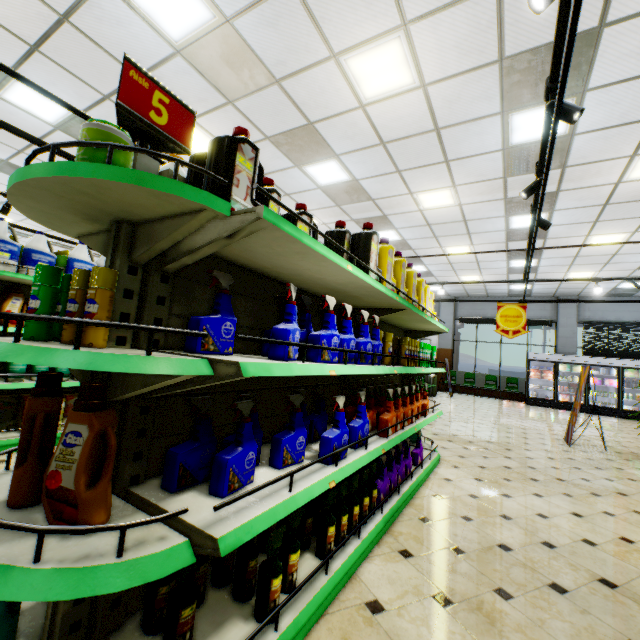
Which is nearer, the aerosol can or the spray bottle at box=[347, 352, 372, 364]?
the spray bottle at box=[347, 352, 372, 364]

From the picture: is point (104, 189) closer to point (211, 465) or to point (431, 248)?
point (211, 465)

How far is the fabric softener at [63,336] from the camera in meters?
1.2 m

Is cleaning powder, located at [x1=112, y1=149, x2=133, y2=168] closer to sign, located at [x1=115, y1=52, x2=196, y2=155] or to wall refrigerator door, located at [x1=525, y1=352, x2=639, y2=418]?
sign, located at [x1=115, y1=52, x2=196, y2=155]

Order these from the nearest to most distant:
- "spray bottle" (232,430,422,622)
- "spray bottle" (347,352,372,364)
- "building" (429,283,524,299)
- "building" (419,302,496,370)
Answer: "spray bottle" (232,430,422,622), "spray bottle" (347,352,372,364), "building" (429,283,524,299), "building" (419,302,496,370)

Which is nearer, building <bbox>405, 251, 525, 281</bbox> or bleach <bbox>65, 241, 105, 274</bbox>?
bleach <bbox>65, 241, 105, 274</bbox>

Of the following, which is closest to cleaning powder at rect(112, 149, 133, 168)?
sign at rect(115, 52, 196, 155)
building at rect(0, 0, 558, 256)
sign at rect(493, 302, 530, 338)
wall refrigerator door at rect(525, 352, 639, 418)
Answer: sign at rect(115, 52, 196, 155)

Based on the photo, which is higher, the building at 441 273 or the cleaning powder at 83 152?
the building at 441 273
